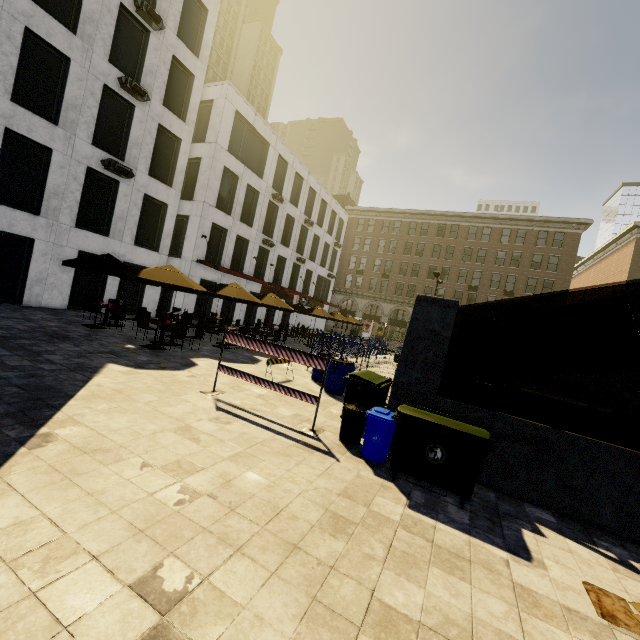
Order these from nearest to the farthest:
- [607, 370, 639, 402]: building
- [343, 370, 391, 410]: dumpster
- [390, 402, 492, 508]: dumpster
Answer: [390, 402, 492, 508]: dumpster < [343, 370, 391, 410]: dumpster < [607, 370, 639, 402]: building

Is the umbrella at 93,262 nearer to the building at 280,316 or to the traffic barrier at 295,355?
the traffic barrier at 295,355

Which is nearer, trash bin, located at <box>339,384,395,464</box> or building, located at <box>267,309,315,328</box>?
trash bin, located at <box>339,384,395,464</box>

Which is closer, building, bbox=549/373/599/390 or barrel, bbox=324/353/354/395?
barrel, bbox=324/353/354/395

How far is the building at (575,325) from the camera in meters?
38.3

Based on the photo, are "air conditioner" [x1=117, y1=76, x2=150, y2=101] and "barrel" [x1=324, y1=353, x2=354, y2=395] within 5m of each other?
no

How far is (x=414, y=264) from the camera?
46.25m

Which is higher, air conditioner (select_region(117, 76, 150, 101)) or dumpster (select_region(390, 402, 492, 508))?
air conditioner (select_region(117, 76, 150, 101))
